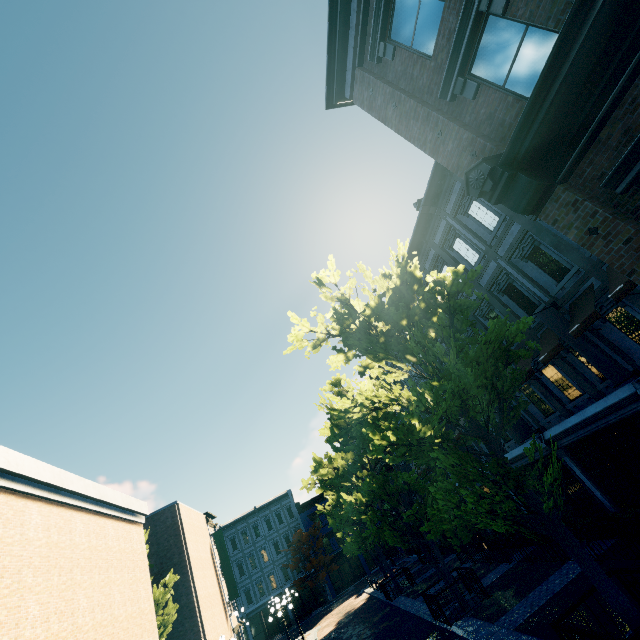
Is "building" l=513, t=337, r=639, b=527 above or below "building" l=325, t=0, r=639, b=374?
below

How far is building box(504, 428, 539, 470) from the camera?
14.1m

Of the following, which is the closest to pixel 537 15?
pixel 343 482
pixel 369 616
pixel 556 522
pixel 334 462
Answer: pixel 556 522

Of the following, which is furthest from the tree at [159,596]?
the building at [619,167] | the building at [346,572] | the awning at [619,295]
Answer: the awning at [619,295]

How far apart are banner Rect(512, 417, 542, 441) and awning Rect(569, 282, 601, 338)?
5.3m

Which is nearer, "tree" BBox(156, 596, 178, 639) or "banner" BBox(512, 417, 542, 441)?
"banner" BBox(512, 417, 542, 441)

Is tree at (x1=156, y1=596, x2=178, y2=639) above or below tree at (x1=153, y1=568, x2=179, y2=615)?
below

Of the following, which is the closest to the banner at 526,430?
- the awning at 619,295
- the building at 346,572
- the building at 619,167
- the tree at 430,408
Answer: the building at 619,167
